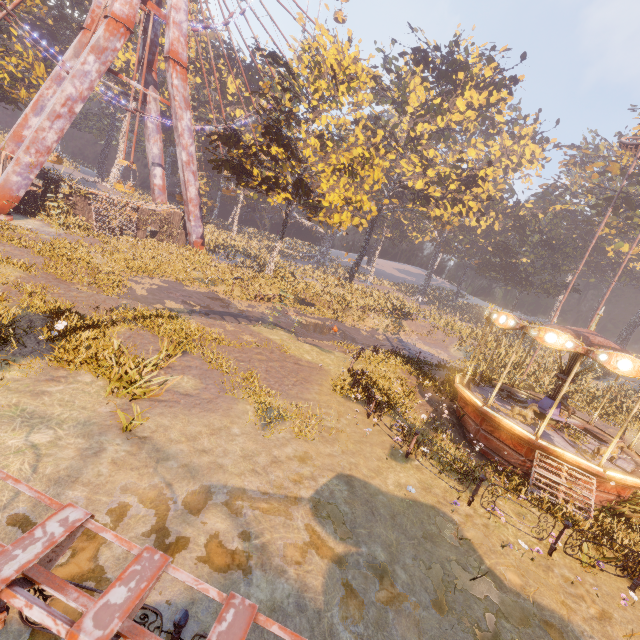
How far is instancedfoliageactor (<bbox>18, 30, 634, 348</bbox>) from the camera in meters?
23.9

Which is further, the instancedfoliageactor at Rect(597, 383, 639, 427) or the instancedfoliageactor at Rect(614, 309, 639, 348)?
the instancedfoliageactor at Rect(614, 309, 639, 348)

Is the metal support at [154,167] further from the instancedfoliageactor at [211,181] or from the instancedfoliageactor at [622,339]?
the instancedfoliageactor at [211,181]

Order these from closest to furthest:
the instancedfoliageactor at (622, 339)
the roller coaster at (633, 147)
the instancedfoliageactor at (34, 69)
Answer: the roller coaster at (633, 147)
the instancedfoliageactor at (34, 69)
the instancedfoliageactor at (622, 339)

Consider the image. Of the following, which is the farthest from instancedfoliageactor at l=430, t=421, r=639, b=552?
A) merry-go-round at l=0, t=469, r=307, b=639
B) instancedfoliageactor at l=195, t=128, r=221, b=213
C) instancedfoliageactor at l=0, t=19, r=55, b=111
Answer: instancedfoliageactor at l=195, t=128, r=221, b=213

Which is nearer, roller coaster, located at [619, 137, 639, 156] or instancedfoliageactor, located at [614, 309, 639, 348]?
roller coaster, located at [619, 137, 639, 156]

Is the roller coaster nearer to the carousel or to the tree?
the carousel

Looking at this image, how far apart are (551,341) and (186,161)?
31.2 meters
